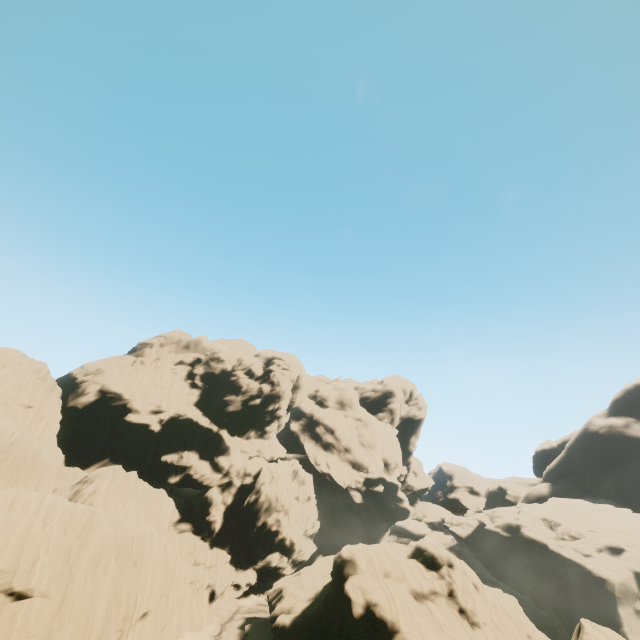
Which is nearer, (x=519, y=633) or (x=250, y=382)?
(x=519, y=633)
